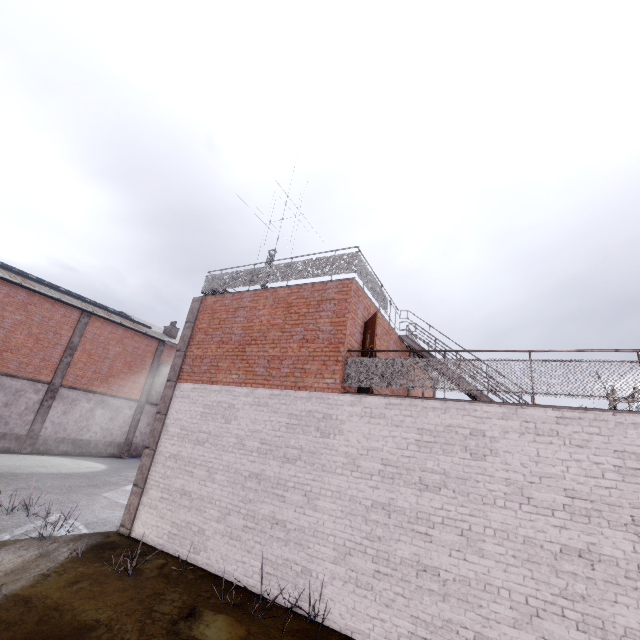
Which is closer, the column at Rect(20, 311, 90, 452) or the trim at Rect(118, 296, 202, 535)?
the trim at Rect(118, 296, 202, 535)

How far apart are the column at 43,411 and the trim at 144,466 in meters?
15.1

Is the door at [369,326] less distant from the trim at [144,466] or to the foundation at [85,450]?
the trim at [144,466]

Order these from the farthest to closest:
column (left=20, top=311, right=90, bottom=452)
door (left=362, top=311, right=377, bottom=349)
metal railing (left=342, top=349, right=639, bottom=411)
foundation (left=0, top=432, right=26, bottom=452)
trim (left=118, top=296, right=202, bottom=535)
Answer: column (left=20, top=311, right=90, bottom=452), foundation (left=0, top=432, right=26, bottom=452), trim (left=118, top=296, right=202, bottom=535), door (left=362, top=311, right=377, bottom=349), metal railing (left=342, top=349, right=639, bottom=411)

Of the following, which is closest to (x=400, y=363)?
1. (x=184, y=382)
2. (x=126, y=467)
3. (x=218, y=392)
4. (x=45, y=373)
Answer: (x=218, y=392)

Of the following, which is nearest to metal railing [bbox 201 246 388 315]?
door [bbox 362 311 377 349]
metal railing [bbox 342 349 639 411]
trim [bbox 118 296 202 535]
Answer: trim [bbox 118 296 202 535]

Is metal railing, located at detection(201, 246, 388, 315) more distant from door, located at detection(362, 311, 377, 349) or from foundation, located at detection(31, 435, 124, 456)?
foundation, located at detection(31, 435, 124, 456)

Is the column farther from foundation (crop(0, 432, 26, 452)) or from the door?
the door
